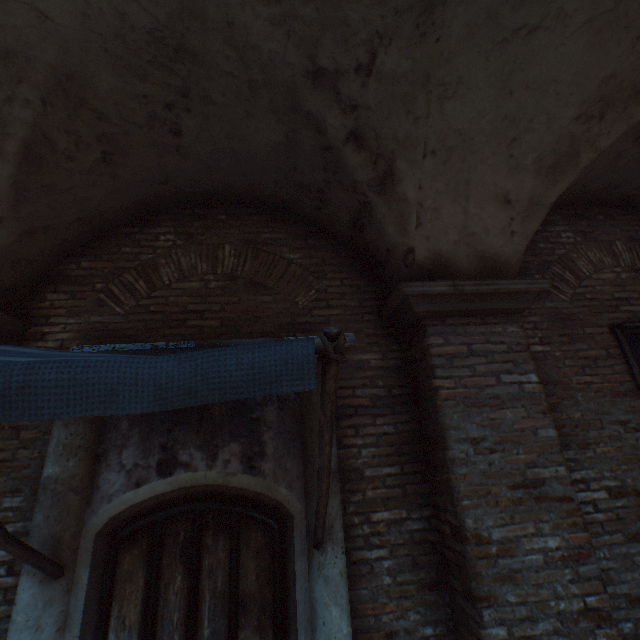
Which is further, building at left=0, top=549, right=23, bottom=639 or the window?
the window

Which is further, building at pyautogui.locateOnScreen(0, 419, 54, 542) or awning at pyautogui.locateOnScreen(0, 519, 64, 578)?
building at pyautogui.locateOnScreen(0, 419, 54, 542)

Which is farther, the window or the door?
the window

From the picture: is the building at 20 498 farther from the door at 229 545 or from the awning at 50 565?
the door at 229 545

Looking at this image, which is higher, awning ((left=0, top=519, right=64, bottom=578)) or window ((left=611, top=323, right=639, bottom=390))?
window ((left=611, top=323, right=639, bottom=390))

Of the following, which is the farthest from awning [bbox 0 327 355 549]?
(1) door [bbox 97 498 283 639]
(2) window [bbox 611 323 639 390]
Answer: (2) window [bbox 611 323 639 390]

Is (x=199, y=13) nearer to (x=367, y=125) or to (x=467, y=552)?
(x=367, y=125)

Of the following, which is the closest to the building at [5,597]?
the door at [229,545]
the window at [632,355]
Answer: the door at [229,545]
